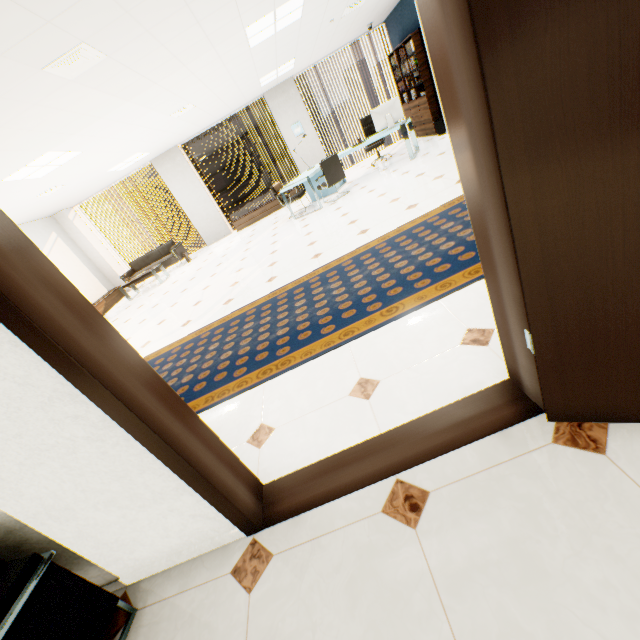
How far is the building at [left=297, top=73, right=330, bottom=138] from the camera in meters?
55.7 m

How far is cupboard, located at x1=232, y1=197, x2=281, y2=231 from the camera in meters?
10.4 m

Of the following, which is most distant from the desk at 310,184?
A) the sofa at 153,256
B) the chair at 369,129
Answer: the sofa at 153,256

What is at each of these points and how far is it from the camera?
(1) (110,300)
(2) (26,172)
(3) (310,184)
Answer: (1) cupboard, 9.87m
(2) light, 5.32m
(3) desk, 7.10m

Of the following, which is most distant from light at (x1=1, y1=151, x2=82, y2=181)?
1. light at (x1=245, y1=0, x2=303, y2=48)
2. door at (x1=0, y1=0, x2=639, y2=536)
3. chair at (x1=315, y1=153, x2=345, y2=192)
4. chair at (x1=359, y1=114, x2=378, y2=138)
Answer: chair at (x1=359, y1=114, x2=378, y2=138)

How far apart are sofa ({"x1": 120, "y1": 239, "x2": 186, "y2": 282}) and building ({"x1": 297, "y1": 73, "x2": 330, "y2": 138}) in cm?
5732

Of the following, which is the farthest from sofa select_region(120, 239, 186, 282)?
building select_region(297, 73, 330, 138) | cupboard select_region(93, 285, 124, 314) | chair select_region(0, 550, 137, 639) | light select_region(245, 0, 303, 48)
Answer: building select_region(297, 73, 330, 138)

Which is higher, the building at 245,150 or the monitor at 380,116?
the building at 245,150
